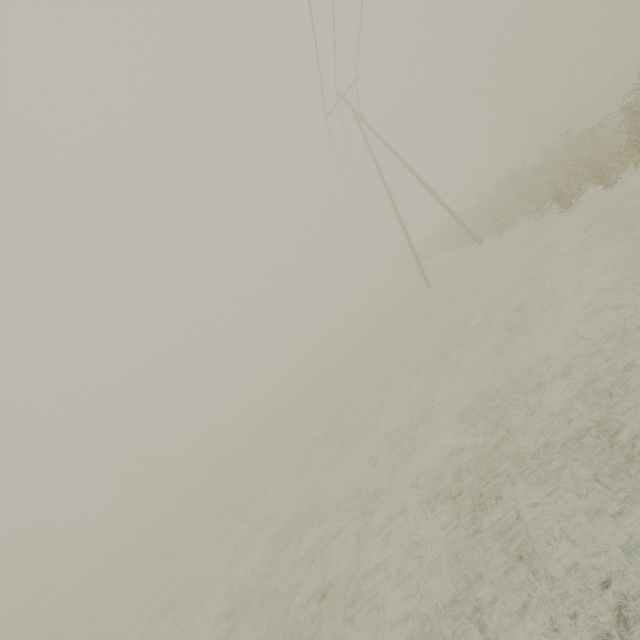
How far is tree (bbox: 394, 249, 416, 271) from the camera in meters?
41.4 m

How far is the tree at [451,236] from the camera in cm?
2164

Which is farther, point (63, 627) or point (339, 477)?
point (63, 627)

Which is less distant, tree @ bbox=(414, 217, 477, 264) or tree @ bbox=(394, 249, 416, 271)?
tree @ bbox=(414, 217, 477, 264)

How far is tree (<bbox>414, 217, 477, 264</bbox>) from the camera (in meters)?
21.64

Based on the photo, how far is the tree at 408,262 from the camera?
41.4 meters
